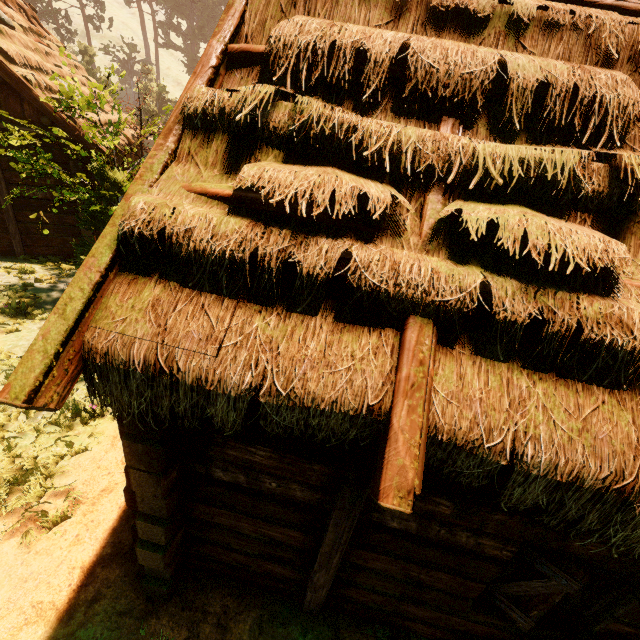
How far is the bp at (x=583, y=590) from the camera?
2.7 meters

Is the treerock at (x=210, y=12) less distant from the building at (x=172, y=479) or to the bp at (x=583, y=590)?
the building at (x=172, y=479)

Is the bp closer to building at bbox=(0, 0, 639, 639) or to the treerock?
building at bbox=(0, 0, 639, 639)

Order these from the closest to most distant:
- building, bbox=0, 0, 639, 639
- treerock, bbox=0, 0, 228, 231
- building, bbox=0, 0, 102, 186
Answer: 1. building, bbox=0, 0, 639, 639
2. treerock, bbox=0, 0, 228, 231
3. building, bbox=0, 0, 102, 186

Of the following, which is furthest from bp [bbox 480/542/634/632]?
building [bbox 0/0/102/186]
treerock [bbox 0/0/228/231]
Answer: treerock [bbox 0/0/228/231]

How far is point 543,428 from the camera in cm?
181

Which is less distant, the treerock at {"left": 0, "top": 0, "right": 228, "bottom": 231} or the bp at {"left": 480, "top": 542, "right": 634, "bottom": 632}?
the bp at {"left": 480, "top": 542, "right": 634, "bottom": 632}
